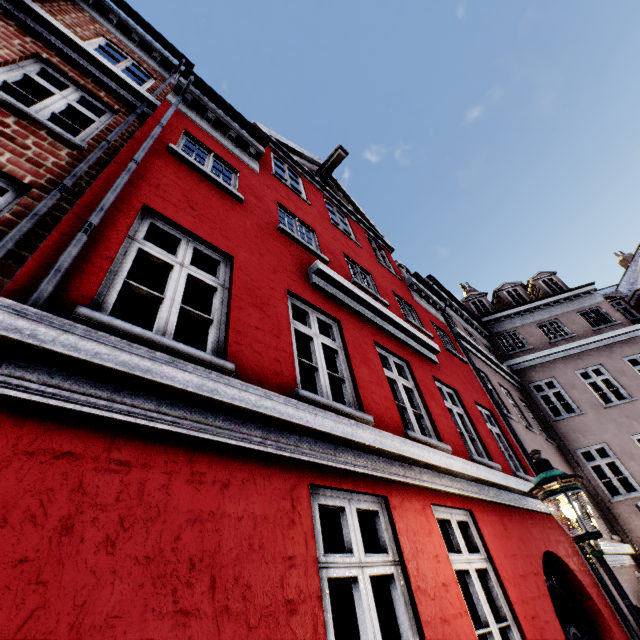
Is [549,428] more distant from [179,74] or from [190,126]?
[179,74]

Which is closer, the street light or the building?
the building

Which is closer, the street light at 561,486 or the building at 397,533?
the building at 397,533
